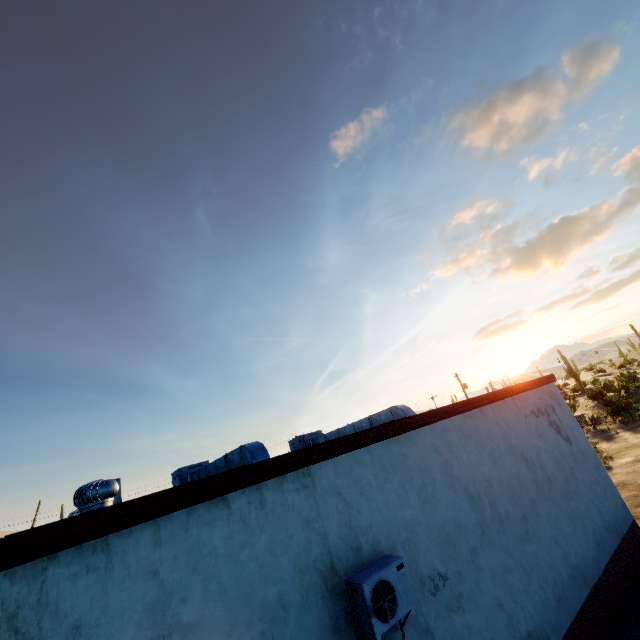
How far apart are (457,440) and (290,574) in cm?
432

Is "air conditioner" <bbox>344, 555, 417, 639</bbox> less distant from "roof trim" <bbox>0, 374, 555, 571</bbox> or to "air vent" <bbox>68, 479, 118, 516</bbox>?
"roof trim" <bbox>0, 374, 555, 571</bbox>

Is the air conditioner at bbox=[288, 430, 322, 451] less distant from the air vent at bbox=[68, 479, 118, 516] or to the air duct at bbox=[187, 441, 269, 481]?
the air duct at bbox=[187, 441, 269, 481]

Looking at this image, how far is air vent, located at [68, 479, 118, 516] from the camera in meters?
5.0

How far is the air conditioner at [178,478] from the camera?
10.8 meters

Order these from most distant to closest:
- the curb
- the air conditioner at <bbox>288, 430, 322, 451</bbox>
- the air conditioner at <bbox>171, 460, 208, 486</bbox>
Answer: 1. the air conditioner at <bbox>288, 430, 322, 451</bbox>
2. the air conditioner at <bbox>171, 460, 208, 486</bbox>
3. the curb

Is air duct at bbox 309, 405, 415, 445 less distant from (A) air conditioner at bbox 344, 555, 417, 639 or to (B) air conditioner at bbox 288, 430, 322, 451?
(B) air conditioner at bbox 288, 430, 322, 451

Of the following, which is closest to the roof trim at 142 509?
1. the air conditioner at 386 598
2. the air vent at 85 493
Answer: the air vent at 85 493
